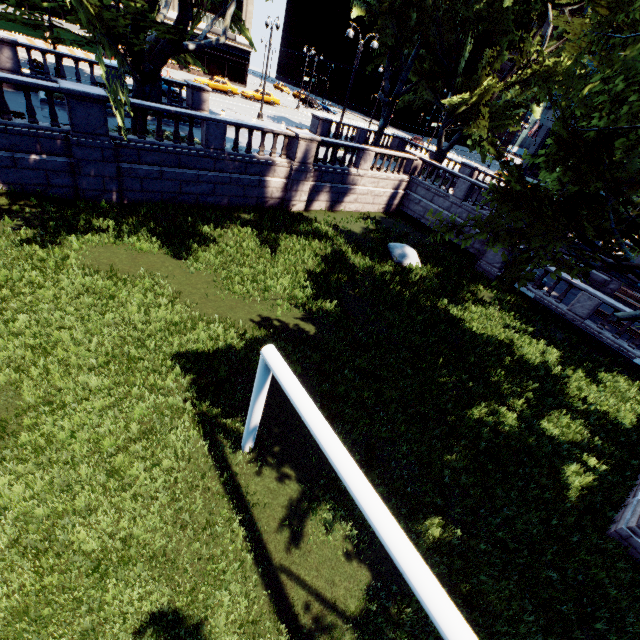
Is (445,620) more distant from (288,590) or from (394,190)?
(394,190)

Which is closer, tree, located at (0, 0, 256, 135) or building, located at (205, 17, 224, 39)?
tree, located at (0, 0, 256, 135)

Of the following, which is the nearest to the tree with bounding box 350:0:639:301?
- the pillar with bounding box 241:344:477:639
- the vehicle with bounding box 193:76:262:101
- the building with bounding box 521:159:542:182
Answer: the pillar with bounding box 241:344:477:639

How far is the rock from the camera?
17.5 meters

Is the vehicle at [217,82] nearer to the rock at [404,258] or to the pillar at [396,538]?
the rock at [404,258]

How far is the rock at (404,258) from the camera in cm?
1748

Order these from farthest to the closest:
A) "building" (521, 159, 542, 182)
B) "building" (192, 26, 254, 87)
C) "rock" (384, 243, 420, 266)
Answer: "building" (521, 159, 542, 182)
"building" (192, 26, 254, 87)
"rock" (384, 243, 420, 266)

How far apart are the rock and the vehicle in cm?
3499
